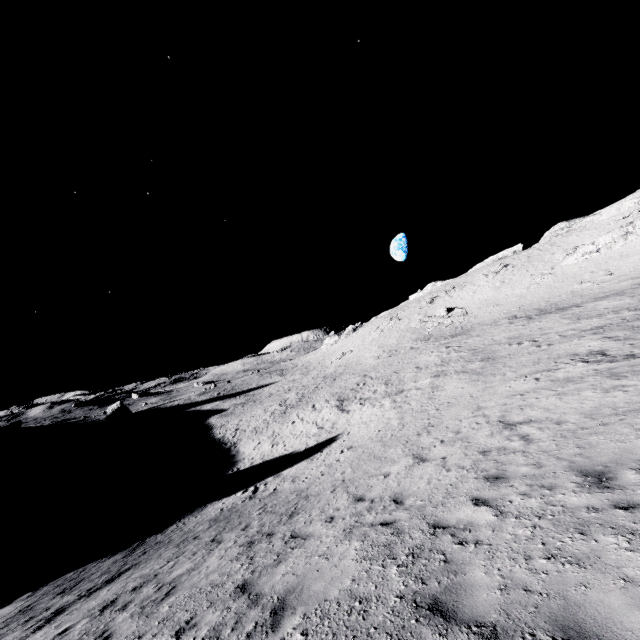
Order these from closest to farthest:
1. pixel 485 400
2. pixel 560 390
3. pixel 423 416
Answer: pixel 560 390 → pixel 485 400 → pixel 423 416
